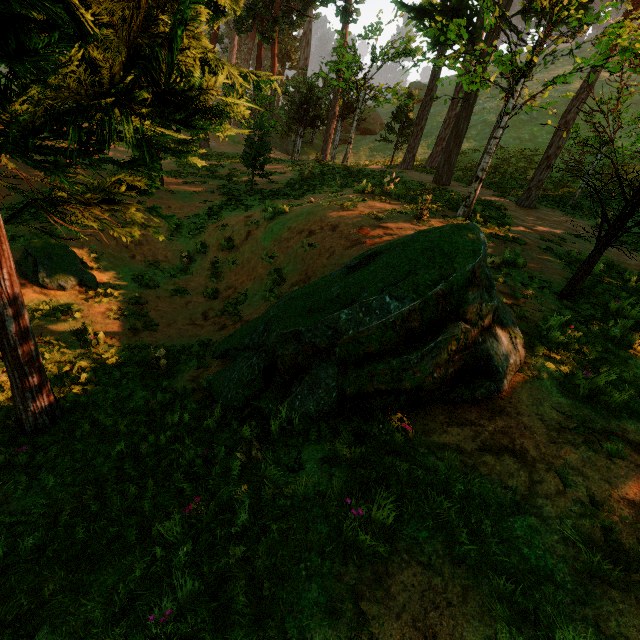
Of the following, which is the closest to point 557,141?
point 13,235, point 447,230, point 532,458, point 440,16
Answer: point 440,16

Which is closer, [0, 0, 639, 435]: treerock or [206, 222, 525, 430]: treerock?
[0, 0, 639, 435]: treerock

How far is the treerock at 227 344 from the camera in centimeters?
392cm

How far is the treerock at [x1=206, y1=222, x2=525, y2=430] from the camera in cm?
392

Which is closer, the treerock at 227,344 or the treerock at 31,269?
the treerock at 31,269
